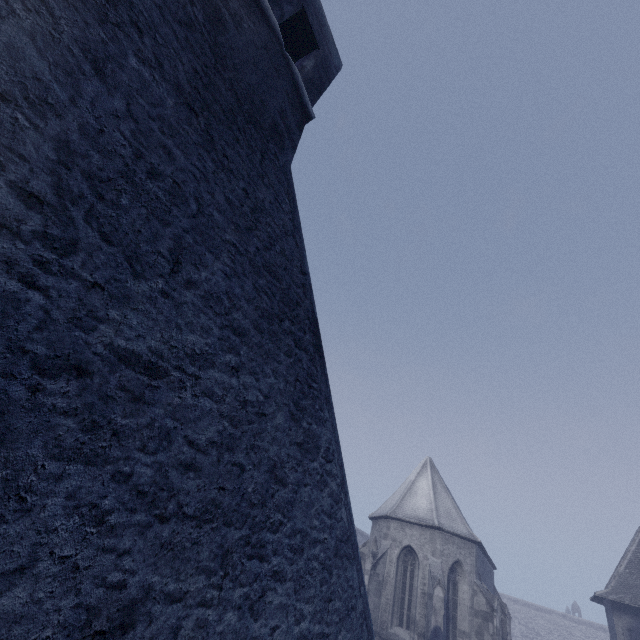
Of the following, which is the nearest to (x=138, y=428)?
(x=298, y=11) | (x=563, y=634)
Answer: (x=298, y=11)
